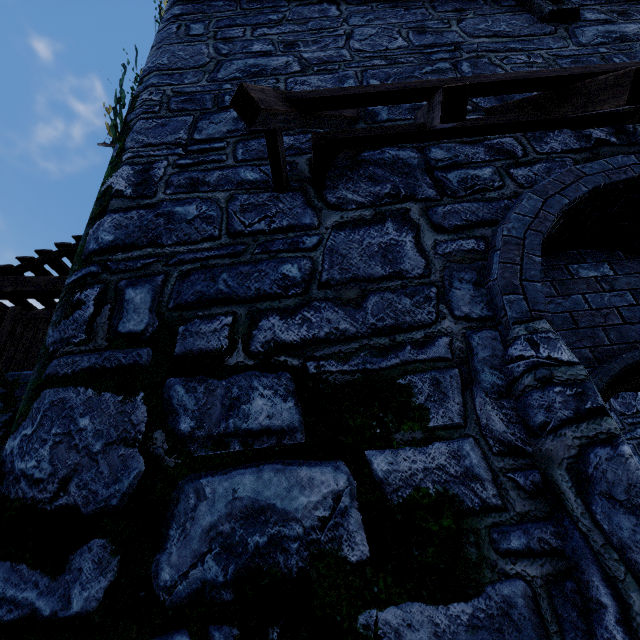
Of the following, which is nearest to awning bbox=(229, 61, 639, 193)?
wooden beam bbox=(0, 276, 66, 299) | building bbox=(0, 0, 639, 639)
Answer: building bbox=(0, 0, 639, 639)

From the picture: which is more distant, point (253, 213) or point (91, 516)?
point (253, 213)

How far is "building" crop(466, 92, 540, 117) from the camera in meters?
3.4

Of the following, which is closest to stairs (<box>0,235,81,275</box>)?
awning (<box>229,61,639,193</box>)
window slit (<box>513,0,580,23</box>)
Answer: awning (<box>229,61,639,193</box>)

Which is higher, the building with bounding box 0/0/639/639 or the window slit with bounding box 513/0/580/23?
the window slit with bounding box 513/0/580/23

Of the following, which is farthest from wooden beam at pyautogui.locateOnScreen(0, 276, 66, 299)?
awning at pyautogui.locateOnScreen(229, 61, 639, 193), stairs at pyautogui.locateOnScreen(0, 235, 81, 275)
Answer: awning at pyautogui.locateOnScreen(229, 61, 639, 193)

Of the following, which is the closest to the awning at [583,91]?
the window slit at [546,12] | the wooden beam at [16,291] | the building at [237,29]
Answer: the building at [237,29]

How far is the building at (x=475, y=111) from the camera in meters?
3.4 m
